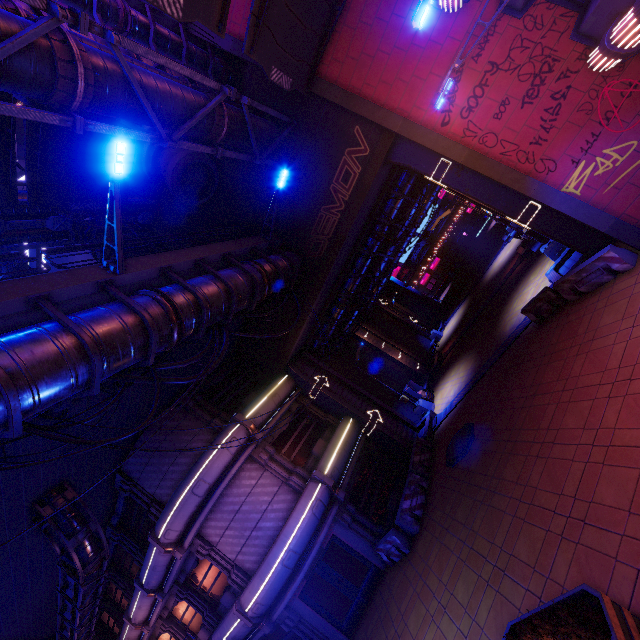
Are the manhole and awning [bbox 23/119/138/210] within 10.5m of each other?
no

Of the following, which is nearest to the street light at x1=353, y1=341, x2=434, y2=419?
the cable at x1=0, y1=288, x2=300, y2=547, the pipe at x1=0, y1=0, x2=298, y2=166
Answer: the cable at x1=0, y1=288, x2=300, y2=547

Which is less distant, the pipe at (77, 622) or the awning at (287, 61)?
the awning at (287, 61)

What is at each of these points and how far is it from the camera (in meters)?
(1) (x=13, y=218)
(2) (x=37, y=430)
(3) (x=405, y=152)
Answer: (1) pipe, 14.26
(2) cable, 6.54
(3) tunnel, 13.51

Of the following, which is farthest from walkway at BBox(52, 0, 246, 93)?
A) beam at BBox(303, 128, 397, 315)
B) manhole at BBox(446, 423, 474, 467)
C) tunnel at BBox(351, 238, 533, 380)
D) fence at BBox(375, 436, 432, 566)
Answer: fence at BBox(375, 436, 432, 566)

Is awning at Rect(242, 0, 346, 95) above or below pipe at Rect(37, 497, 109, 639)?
above

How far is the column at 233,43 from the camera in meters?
12.4

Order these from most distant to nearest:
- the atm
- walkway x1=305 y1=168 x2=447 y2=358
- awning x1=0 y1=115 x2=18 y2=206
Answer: the atm → walkway x1=305 y1=168 x2=447 y2=358 → awning x1=0 y1=115 x2=18 y2=206
